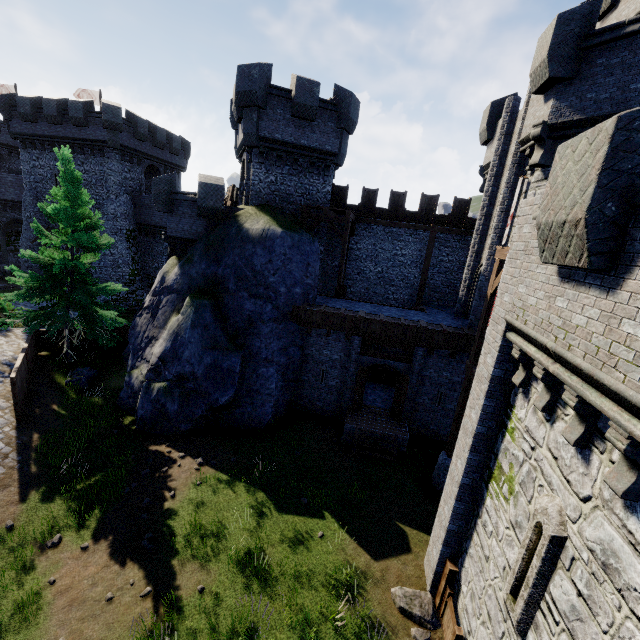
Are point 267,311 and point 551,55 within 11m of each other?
no

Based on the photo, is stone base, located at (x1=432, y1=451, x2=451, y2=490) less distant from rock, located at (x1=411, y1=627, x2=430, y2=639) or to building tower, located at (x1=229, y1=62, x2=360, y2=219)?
rock, located at (x1=411, y1=627, x2=430, y2=639)

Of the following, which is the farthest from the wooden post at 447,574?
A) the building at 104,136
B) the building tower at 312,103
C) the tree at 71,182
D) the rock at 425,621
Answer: the building at 104,136

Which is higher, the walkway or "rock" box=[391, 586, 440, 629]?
the walkway

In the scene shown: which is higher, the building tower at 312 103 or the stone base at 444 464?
the building tower at 312 103

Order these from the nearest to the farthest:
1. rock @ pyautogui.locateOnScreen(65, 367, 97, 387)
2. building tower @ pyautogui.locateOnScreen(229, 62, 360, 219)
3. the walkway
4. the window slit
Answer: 1. the window slit
2. rock @ pyautogui.locateOnScreen(65, 367, 97, 387)
3. building tower @ pyautogui.locateOnScreen(229, 62, 360, 219)
4. the walkway

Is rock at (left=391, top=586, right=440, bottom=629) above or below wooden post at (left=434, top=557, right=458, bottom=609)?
below
